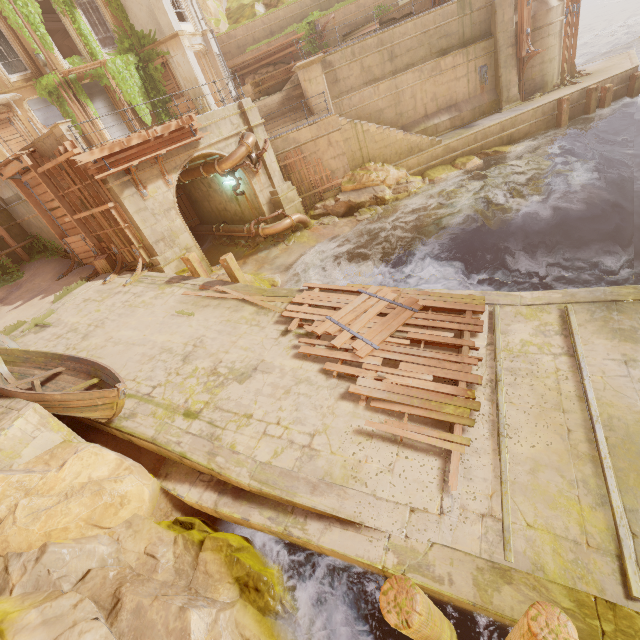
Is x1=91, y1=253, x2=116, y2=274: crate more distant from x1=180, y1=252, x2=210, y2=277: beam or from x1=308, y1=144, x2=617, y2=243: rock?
x1=308, y1=144, x2=617, y2=243: rock

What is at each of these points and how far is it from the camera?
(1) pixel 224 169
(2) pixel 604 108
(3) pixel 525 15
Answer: (1) pipe, 14.7 meters
(2) beam, 18.1 meters
(3) trim, 17.2 meters

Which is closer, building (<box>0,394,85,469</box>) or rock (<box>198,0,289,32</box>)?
building (<box>0,394,85,469</box>)

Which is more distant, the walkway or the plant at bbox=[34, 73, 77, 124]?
the plant at bbox=[34, 73, 77, 124]

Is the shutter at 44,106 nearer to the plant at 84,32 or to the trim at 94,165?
the plant at 84,32

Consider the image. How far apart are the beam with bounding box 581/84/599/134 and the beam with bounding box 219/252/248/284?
21.4 meters

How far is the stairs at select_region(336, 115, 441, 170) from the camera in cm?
1675

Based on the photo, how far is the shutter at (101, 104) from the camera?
19.3m
